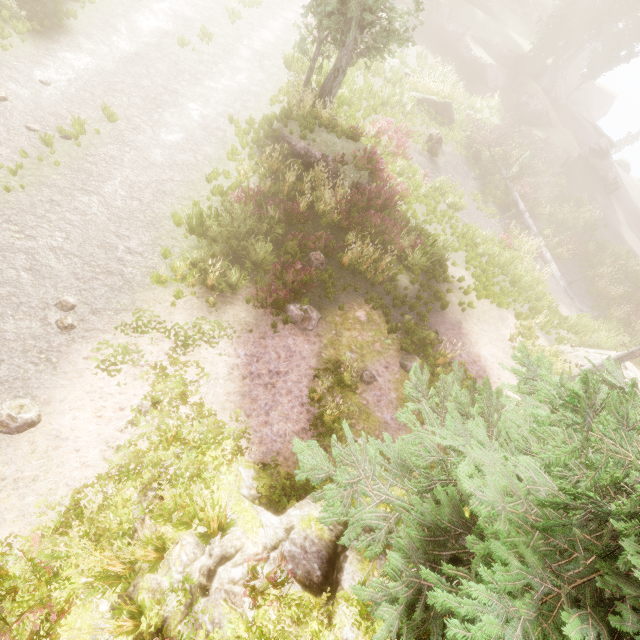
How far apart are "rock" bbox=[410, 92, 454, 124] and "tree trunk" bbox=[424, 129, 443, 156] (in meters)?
3.48

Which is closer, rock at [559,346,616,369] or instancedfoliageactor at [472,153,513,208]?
rock at [559,346,616,369]

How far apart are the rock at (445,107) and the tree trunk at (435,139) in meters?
3.5 m

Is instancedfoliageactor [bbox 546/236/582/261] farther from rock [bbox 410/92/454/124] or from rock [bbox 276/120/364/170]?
rock [bbox 410/92/454/124]

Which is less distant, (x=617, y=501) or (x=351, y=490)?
(x=617, y=501)

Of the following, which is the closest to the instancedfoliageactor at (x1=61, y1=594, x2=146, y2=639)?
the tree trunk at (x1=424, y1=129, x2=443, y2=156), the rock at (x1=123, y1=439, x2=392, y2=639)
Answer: the rock at (x1=123, y1=439, x2=392, y2=639)

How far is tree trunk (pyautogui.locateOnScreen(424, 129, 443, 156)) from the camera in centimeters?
1931cm

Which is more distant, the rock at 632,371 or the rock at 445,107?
the rock at 445,107
